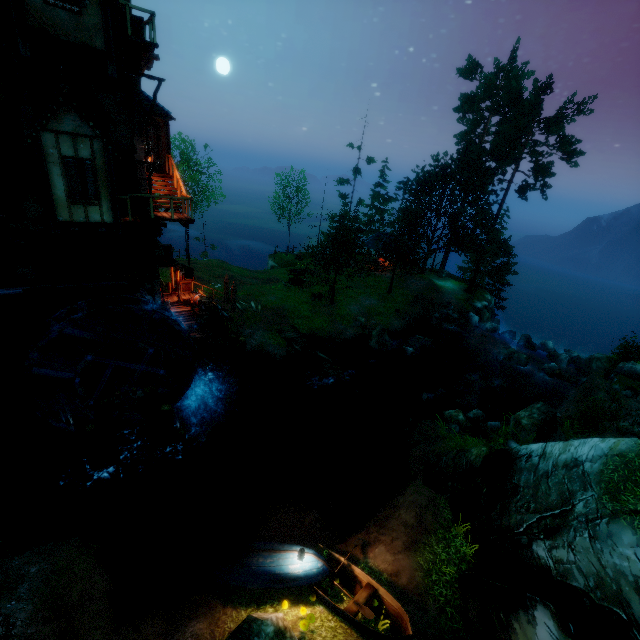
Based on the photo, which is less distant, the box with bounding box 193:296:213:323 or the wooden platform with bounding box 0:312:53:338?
the wooden platform with bounding box 0:312:53:338

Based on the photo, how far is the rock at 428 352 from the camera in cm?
2592

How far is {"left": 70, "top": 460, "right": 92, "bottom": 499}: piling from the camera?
12.8m

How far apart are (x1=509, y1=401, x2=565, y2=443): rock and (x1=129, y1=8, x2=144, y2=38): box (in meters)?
23.66

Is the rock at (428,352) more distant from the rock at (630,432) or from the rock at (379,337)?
the rock at (630,432)

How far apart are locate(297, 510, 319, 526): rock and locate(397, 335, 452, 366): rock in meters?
16.8

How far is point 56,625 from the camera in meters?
8.6

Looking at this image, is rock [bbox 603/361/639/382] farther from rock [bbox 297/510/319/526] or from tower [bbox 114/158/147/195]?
tower [bbox 114/158/147/195]
